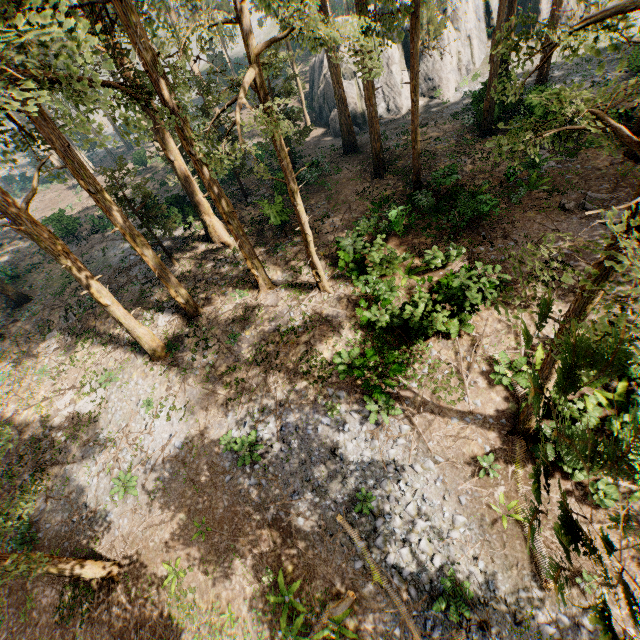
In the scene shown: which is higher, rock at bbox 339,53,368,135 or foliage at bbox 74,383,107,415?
rock at bbox 339,53,368,135

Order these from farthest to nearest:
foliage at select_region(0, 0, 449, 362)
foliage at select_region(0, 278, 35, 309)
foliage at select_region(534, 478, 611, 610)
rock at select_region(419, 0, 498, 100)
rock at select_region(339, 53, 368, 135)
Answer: rock at select_region(339, 53, 368, 135) < rock at select_region(419, 0, 498, 100) < foliage at select_region(0, 278, 35, 309) < foliage at select_region(0, 0, 449, 362) < foliage at select_region(534, 478, 611, 610)

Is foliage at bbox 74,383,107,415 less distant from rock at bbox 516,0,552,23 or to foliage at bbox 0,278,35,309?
foliage at bbox 0,278,35,309

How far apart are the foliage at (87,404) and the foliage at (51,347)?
5.3m

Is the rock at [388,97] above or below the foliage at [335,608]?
above

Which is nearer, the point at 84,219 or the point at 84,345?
the point at 84,345

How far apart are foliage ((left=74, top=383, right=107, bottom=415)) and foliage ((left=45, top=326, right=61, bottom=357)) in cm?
533

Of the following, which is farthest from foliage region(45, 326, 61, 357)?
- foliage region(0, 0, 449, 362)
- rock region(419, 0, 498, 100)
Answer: rock region(419, 0, 498, 100)
